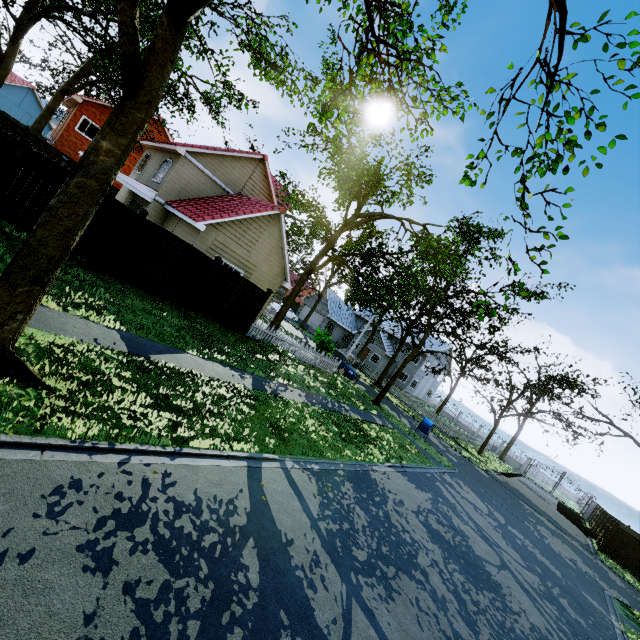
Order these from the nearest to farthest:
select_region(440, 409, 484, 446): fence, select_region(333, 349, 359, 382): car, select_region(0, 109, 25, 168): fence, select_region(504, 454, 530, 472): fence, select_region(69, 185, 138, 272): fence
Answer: select_region(0, 109, 25, 168): fence < select_region(69, 185, 138, 272): fence < select_region(333, 349, 359, 382): car < select_region(440, 409, 484, 446): fence < select_region(504, 454, 530, 472): fence

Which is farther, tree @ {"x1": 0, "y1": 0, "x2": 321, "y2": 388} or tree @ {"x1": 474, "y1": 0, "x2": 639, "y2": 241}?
tree @ {"x1": 0, "y1": 0, "x2": 321, "y2": 388}

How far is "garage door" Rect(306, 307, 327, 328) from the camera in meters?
46.3 m

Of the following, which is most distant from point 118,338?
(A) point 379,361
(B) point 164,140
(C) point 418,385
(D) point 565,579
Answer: (C) point 418,385

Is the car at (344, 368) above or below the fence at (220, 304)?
below

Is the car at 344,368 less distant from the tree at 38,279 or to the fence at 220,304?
the tree at 38,279

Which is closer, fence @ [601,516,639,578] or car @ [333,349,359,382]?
fence @ [601,516,639,578]

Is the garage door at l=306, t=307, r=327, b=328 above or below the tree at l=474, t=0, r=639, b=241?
below
